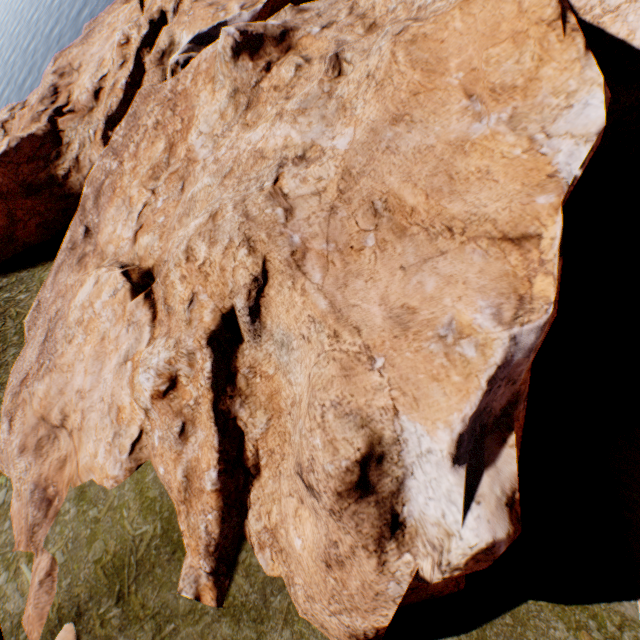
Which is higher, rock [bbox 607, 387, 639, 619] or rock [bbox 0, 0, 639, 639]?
rock [bbox 0, 0, 639, 639]

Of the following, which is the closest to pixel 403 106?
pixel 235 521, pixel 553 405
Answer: pixel 553 405

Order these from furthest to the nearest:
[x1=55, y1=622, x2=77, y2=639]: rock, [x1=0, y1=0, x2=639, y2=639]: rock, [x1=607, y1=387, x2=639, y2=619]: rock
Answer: [x1=55, y1=622, x2=77, y2=639]: rock < [x1=607, y1=387, x2=639, y2=619]: rock < [x1=0, y1=0, x2=639, y2=639]: rock

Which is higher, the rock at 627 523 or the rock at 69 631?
the rock at 69 631

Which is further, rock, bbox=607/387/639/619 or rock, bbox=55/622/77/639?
rock, bbox=55/622/77/639
